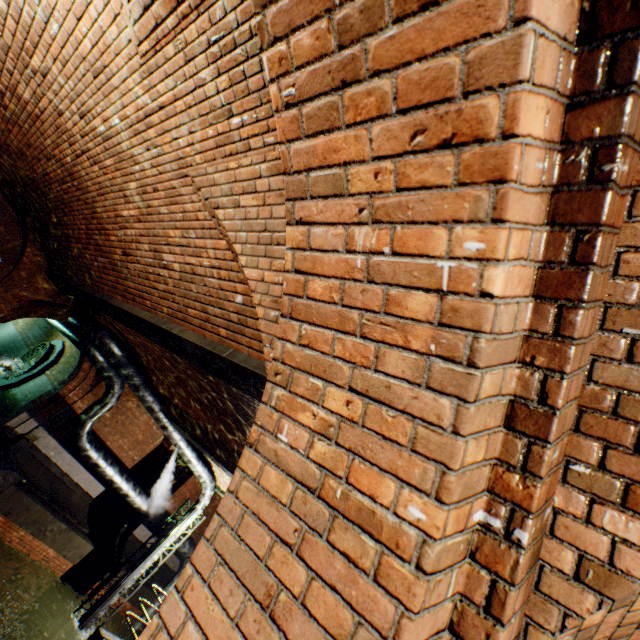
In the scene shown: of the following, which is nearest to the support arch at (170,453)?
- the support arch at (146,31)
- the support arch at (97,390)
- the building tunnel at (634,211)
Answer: the support arch at (97,390)

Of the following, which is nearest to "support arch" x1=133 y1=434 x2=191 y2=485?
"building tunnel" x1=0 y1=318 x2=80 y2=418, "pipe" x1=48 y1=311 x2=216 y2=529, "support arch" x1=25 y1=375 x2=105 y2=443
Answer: "support arch" x1=25 y1=375 x2=105 y2=443

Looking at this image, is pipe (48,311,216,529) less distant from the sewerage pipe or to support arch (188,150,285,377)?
support arch (188,150,285,377)

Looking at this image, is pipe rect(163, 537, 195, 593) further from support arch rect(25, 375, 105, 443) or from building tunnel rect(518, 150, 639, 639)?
building tunnel rect(518, 150, 639, 639)

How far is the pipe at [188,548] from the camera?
15.0m

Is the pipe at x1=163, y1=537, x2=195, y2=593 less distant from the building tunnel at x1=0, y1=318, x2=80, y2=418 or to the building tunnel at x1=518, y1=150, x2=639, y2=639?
the building tunnel at x1=0, y1=318, x2=80, y2=418

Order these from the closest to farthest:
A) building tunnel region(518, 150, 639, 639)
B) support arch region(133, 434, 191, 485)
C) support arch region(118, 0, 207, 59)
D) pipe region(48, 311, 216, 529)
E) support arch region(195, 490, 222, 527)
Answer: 1. building tunnel region(518, 150, 639, 639)
2. support arch region(118, 0, 207, 59)
3. pipe region(48, 311, 216, 529)
4. support arch region(133, 434, 191, 485)
5. support arch region(195, 490, 222, 527)

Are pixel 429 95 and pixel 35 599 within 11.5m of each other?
no
